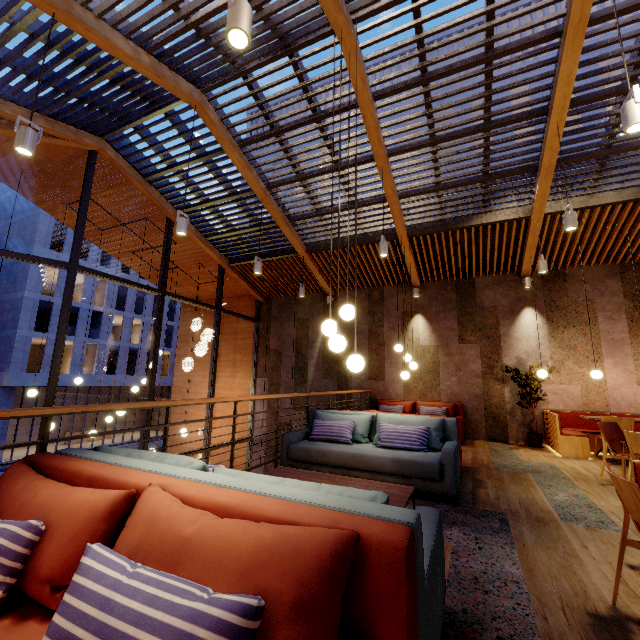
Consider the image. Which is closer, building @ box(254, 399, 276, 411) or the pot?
the pot

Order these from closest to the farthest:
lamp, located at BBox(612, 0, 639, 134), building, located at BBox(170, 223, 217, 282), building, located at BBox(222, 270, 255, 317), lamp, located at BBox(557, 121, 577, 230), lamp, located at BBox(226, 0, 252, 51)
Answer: lamp, located at BBox(226, 0, 252, 51) < lamp, located at BBox(612, 0, 639, 134) < lamp, located at BBox(557, 121, 577, 230) < building, located at BBox(170, 223, 217, 282) < building, located at BBox(222, 270, 255, 317)

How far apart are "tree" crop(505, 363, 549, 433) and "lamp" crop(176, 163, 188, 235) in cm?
776

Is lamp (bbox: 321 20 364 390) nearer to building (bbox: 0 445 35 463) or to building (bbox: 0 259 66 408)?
building (bbox: 0 259 66 408)

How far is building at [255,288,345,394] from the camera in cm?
1002

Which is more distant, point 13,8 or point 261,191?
point 261,191

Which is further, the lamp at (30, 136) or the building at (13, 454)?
the building at (13, 454)

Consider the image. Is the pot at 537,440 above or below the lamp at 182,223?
below
